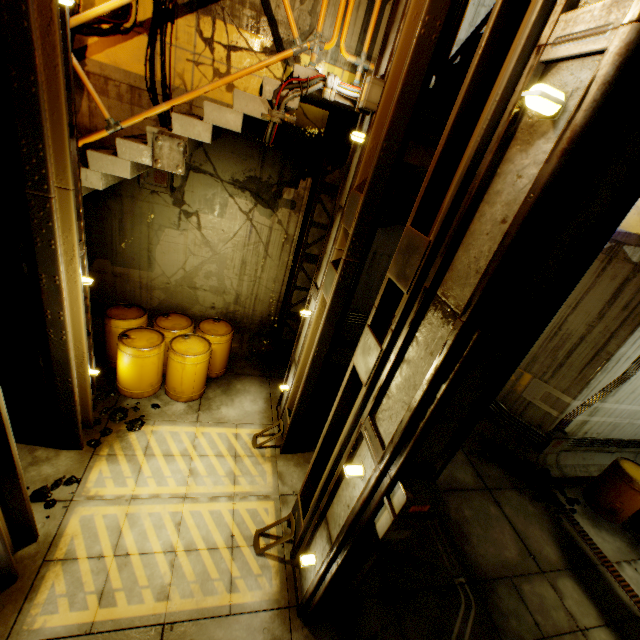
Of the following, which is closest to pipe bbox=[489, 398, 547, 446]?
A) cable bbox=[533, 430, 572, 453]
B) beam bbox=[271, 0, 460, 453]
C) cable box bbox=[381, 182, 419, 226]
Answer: cable bbox=[533, 430, 572, 453]

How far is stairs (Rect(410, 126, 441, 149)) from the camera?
4.85m

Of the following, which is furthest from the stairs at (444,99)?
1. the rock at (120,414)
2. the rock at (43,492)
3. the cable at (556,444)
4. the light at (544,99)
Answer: the cable at (556,444)

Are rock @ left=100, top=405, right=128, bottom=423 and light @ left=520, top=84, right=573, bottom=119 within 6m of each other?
no

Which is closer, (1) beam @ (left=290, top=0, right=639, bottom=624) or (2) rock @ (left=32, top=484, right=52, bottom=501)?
(1) beam @ (left=290, top=0, right=639, bottom=624)

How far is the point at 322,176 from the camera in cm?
625

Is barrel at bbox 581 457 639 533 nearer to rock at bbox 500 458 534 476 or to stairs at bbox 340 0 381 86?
rock at bbox 500 458 534 476

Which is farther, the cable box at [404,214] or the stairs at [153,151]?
the cable box at [404,214]
